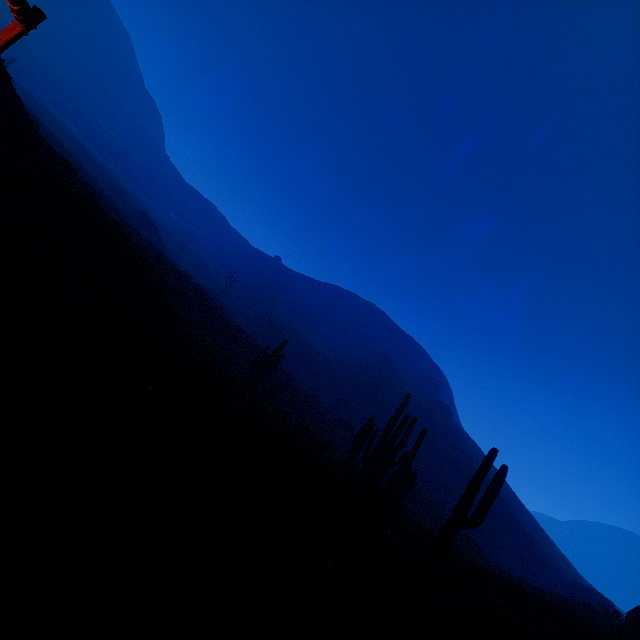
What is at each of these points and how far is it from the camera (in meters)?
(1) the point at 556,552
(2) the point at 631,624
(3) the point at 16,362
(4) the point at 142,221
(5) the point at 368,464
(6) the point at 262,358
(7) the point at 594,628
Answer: (1) z, 52.81
(2) rock, 14.12
(3) z, 2.58
(4) instancedfoliageactor, 51.03
(5) instancedfoliageactor, 17.72
(6) instancedfoliageactor, 22.77
(7) instancedfoliageactor, 10.34

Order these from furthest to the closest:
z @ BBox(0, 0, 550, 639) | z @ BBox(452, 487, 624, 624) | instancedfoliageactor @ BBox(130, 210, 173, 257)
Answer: instancedfoliageactor @ BBox(130, 210, 173, 257) < z @ BBox(452, 487, 624, 624) < z @ BBox(0, 0, 550, 639)

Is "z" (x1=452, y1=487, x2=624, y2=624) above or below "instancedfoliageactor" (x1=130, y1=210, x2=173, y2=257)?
below

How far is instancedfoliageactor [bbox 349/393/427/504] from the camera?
14.3 meters

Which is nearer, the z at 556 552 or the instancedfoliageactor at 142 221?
the z at 556 552

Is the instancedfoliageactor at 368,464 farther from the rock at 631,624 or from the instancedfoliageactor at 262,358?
the rock at 631,624

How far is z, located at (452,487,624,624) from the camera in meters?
18.2

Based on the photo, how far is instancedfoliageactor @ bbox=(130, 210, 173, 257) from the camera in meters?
50.8
